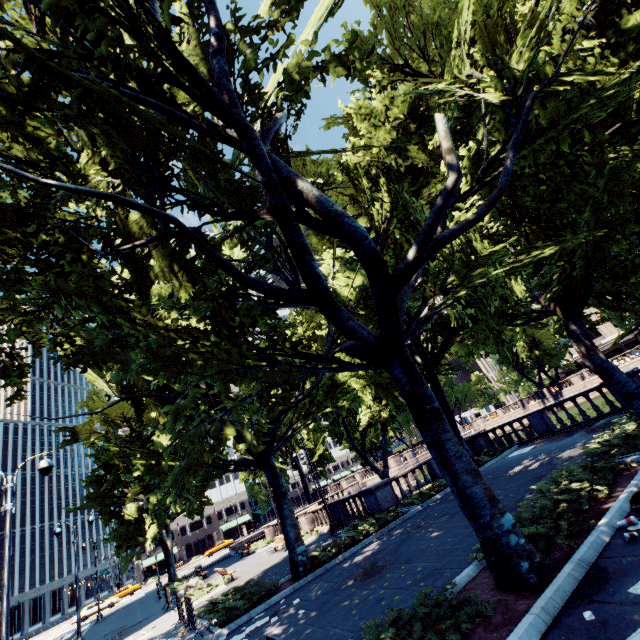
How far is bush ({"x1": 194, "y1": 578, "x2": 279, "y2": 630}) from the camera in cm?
1109

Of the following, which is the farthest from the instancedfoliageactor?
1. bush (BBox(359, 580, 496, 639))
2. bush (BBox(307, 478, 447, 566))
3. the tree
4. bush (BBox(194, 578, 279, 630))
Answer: bush (BBox(194, 578, 279, 630))

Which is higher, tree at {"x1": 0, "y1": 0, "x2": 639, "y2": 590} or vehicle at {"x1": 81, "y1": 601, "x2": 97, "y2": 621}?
tree at {"x1": 0, "y1": 0, "x2": 639, "y2": 590}

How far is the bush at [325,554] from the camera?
13.3 meters

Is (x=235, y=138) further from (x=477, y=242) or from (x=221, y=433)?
(x=477, y=242)

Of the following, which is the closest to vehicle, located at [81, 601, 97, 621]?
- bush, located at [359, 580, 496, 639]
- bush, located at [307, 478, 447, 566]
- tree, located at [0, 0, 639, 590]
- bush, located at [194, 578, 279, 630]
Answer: tree, located at [0, 0, 639, 590]

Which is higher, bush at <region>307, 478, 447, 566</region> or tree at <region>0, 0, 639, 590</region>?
tree at <region>0, 0, 639, 590</region>

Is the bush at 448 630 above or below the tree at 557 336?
below
